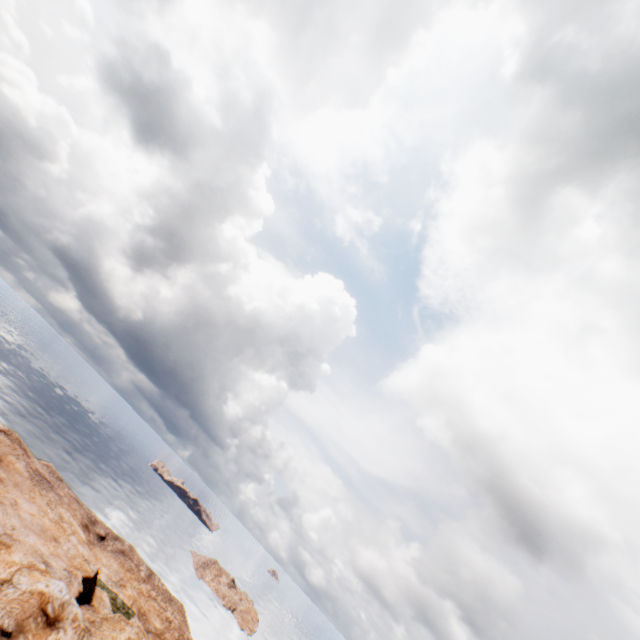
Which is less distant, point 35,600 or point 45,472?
point 35,600
